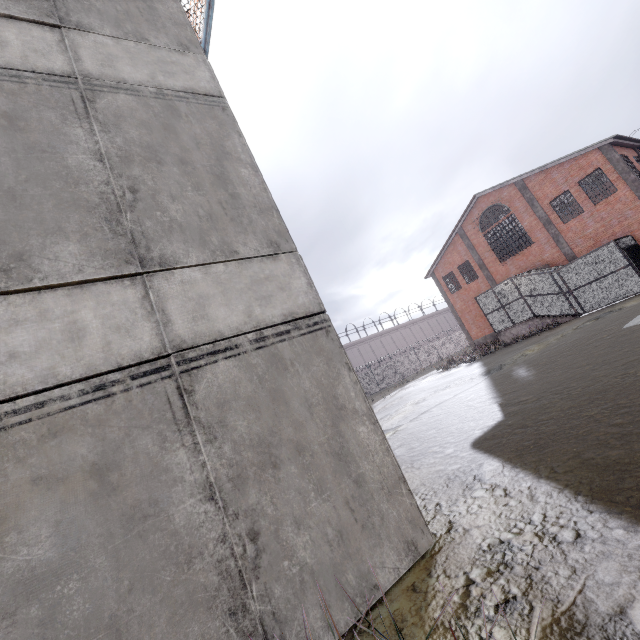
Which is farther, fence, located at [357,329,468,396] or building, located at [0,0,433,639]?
fence, located at [357,329,468,396]

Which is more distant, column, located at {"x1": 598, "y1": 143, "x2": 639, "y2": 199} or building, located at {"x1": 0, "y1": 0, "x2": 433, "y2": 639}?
column, located at {"x1": 598, "y1": 143, "x2": 639, "y2": 199}

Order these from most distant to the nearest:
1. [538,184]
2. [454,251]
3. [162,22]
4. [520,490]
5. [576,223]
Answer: [454,251] → [538,184] → [576,223] → [162,22] → [520,490]

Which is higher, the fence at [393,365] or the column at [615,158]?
the column at [615,158]

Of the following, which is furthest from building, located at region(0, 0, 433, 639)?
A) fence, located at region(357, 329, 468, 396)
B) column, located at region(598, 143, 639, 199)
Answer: column, located at region(598, 143, 639, 199)

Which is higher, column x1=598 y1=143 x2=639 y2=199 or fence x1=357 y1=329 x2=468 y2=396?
column x1=598 y1=143 x2=639 y2=199

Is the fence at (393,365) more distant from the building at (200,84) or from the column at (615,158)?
the column at (615,158)
